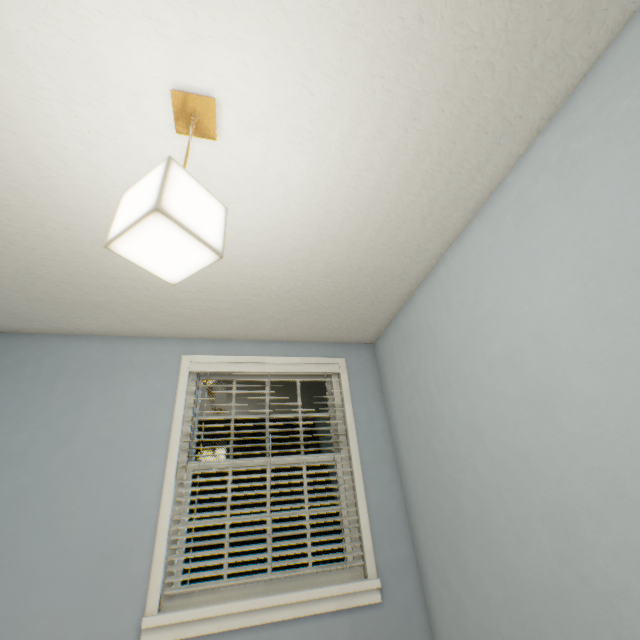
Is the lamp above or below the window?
above

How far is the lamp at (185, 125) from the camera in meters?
0.7 m

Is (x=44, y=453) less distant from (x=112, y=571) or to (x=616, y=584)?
(x=112, y=571)

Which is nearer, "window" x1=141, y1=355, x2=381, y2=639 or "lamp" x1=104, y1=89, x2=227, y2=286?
"lamp" x1=104, y1=89, x2=227, y2=286

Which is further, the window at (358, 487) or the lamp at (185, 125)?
the window at (358, 487)

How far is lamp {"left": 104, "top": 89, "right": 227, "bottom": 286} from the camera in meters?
0.7 m
